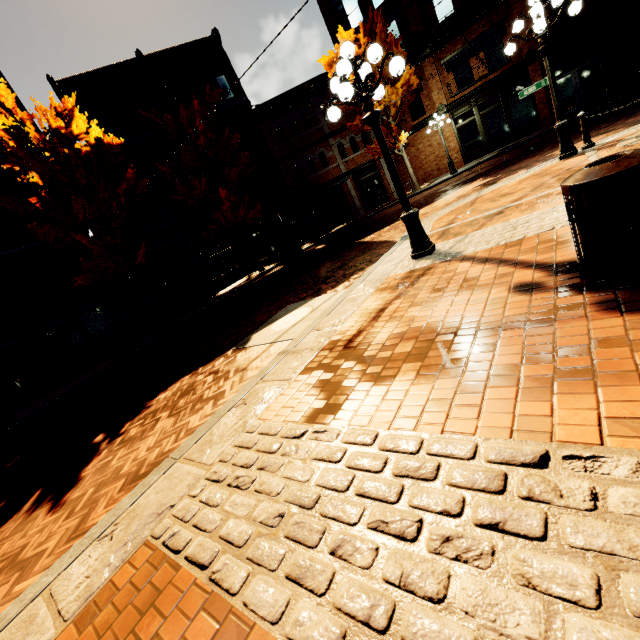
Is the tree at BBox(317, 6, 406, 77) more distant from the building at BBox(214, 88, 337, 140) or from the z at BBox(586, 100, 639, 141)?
the z at BBox(586, 100, 639, 141)

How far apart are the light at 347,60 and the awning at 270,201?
14.14m

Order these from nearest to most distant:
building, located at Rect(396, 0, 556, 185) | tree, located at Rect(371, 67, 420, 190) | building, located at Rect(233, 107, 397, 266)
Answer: building, located at Rect(396, 0, 556, 185) → tree, located at Rect(371, 67, 420, 190) → building, located at Rect(233, 107, 397, 266)

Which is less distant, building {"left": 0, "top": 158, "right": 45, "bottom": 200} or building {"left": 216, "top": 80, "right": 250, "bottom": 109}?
building {"left": 0, "top": 158, "right": 45, "bottom": 200}

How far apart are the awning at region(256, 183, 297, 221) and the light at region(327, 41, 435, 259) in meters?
14.1 m

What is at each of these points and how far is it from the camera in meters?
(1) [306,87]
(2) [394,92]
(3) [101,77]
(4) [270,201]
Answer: (1) building, 22.2 m
(2) tree, 19.2 m
(3) building, 18.6 m
(4) awning, 19.3 m

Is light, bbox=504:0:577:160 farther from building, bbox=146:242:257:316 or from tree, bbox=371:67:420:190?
building, bbox=146:242:257:316

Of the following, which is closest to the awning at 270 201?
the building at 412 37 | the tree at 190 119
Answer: the building at 412 37
